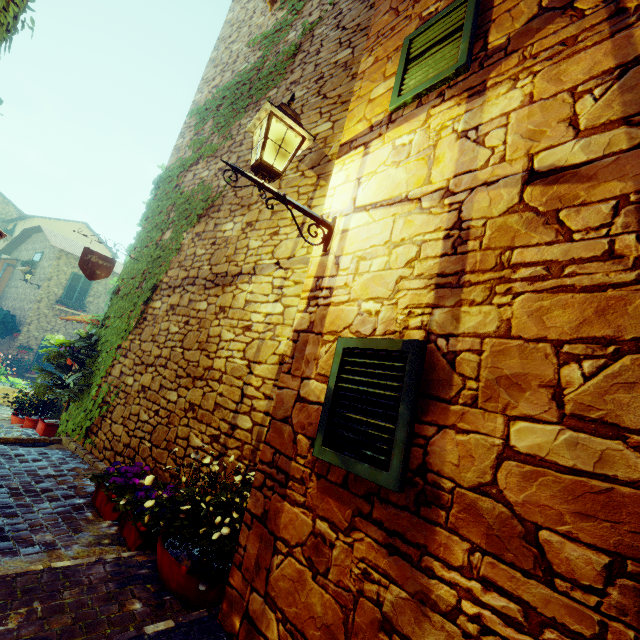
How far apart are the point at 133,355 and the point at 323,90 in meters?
4.9

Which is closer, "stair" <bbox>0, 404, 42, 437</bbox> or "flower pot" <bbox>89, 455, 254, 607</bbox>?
"flower pot" <bbox>89, 455, 254, 607</bbox>

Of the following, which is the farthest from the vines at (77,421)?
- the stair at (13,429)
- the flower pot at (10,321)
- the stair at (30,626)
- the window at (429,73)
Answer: the flower pot at (10,321)

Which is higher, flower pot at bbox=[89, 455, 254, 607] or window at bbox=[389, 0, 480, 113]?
window at bbox=[389, 0, 480, 113]

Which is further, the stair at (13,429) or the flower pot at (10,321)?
the flower pot at (10,321)

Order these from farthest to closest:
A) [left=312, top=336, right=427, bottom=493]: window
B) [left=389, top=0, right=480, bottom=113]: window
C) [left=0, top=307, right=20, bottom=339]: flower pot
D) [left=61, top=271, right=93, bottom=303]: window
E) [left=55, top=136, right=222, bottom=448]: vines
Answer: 1. [left=61, top=271, right=93, bottom=303]: window
2. [left=0, top=307, right=20, bottom=339]: flower pot
3. [left=55, top=136, right=222, bottom=448]: vines
4. [left=389, top=0, right=480, bottom=113]: window
5. [left=312, top=336, right=427, bottom=493]: window

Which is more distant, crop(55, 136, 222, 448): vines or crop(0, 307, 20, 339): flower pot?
crop(0, 307, 20, 339): flower pot

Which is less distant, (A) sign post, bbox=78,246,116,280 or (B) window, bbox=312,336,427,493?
(B) window, bbox=312,336,427,493
